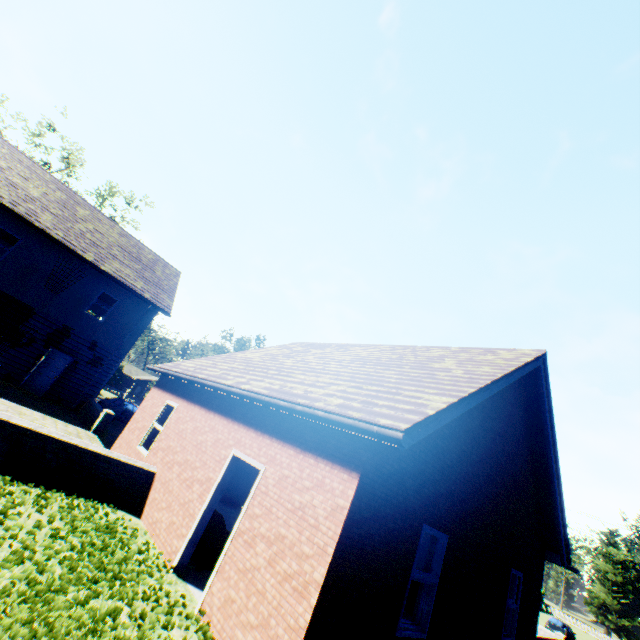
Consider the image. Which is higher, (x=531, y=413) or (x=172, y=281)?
(x=172, y=281)

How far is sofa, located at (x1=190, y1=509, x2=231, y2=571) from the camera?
6.30m

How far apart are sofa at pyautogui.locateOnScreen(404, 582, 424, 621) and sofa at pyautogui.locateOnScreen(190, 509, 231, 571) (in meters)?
6.43

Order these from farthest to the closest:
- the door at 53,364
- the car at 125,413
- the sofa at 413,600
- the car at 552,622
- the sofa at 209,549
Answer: the car at 552,622, the car at 125,413, the door at 53,364, the sofa at 413,600, the sofa at 209,549

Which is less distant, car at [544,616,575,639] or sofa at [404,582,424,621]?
sofa at [404,582,424,621]

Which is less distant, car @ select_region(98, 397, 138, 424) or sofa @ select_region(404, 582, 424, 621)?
sofa @ select_region(404, 582, 424, 621)

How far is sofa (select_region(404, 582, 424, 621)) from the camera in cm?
977

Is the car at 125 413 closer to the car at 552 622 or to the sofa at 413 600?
the sofa at 413 600
